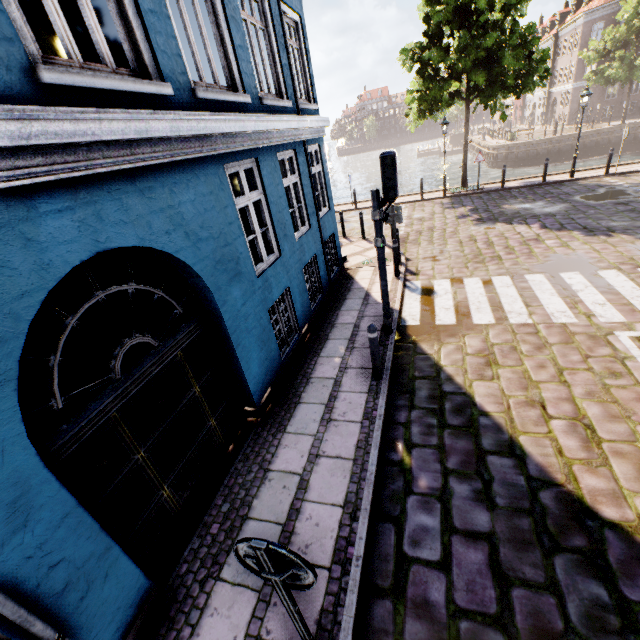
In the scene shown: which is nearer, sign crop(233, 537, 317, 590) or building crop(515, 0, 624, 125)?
sign crop(233, 537, 317, 590)

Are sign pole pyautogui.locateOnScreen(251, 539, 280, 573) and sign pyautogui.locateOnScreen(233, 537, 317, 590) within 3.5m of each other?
yes

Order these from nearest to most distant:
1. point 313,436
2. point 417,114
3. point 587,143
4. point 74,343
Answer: point 313,436 < point 74,343 < point 417,114 < point 587,143

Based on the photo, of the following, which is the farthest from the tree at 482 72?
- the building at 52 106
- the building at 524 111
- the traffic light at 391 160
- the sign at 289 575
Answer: the sign at 289 575

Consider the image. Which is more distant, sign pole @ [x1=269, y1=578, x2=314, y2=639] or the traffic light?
the traffic light

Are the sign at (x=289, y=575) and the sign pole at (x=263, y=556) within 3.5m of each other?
yes

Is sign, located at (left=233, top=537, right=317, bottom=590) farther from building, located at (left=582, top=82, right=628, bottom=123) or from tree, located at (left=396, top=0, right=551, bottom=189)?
building, located at (left=582, top=82, right=628, bottom=123)

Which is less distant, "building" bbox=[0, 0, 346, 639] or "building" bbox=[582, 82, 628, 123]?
"building" bbox=[0, 0, 346, 639]
